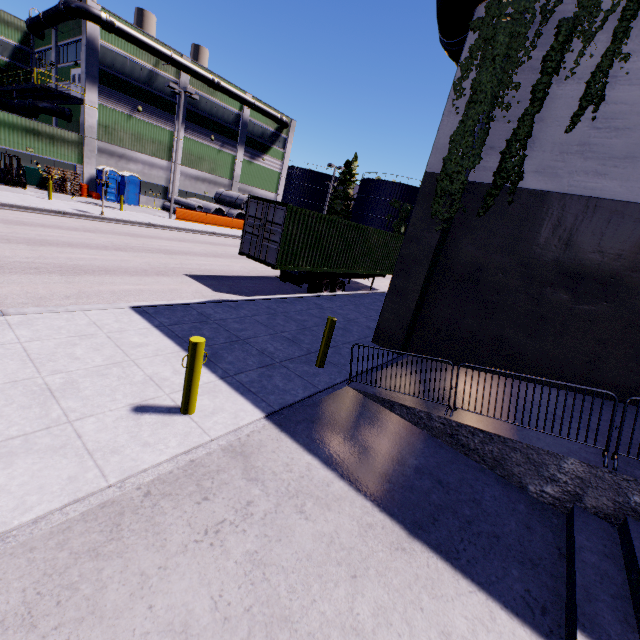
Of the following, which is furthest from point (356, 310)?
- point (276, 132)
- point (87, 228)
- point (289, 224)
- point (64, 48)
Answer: point (276, 132)

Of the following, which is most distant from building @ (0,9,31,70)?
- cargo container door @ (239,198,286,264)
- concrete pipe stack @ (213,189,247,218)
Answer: cargo container door @ (239,198,286,264)

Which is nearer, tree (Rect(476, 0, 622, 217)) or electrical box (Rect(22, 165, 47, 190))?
tree (Rect(476, 0, 622, 217))

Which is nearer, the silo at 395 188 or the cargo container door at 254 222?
the cargo container door at 254 222

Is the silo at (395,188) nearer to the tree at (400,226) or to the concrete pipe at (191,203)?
the tree at (400,226)

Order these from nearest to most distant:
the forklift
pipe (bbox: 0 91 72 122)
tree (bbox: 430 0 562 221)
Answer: tree (bbox: 430 0 562 221) → the forklift → pipe (bbox: 0 91 72 122)

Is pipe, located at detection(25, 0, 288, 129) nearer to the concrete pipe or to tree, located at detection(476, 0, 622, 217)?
tree, located at detection(476, 0, 622, 217)

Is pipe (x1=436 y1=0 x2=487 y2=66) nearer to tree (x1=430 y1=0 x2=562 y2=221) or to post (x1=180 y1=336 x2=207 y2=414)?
tree (x1=430 y1=0 x2=562 y2=221)
